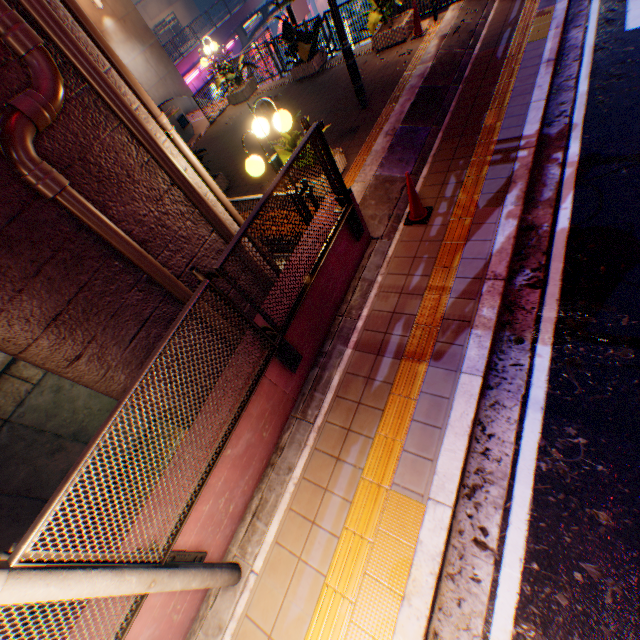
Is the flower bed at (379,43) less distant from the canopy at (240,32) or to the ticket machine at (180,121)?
the ticket machine at (180,121)

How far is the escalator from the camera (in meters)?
16.22

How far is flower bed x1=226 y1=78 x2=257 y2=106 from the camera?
13.30m

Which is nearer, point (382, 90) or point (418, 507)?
point (418, 507)

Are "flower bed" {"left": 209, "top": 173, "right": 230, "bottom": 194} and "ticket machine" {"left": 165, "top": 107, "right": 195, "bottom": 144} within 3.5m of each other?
no

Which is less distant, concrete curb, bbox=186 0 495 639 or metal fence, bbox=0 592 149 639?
metal fence, bbox=0 592 149 639

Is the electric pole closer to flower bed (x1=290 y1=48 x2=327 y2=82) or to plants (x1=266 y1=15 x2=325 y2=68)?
plants (x1=266 y1=15 x2=325 y2=68)

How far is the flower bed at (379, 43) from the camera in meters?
9.4 m
